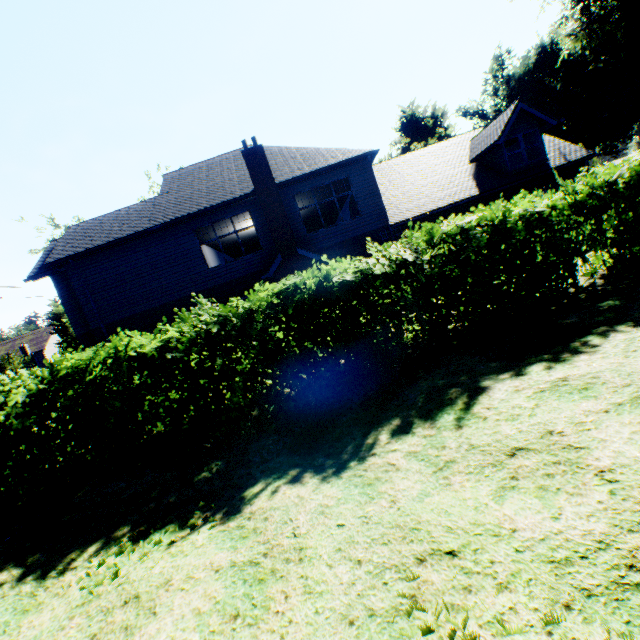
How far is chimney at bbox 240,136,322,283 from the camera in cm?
1440

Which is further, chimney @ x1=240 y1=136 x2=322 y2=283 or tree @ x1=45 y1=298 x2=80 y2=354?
tree @ x1=45 y1=298 x2=80 y2=354

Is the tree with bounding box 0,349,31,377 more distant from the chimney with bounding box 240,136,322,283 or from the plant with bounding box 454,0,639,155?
the chimney with bounding box 240,136,322,283

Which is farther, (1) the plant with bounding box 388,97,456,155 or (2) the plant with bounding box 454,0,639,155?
A: (1) the plant with bounding box 388,97,456,155

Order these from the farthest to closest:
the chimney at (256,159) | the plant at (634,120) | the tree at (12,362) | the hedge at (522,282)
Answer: the tree at (12,362)
the plant at (634,120)
the chimney at (256,159)
the hedge at (522,282)

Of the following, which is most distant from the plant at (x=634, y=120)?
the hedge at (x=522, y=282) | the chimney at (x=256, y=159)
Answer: the chimney at (x=256, y=159)

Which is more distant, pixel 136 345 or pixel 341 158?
pixel 341 158

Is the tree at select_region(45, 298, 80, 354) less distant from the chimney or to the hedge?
the hedge
